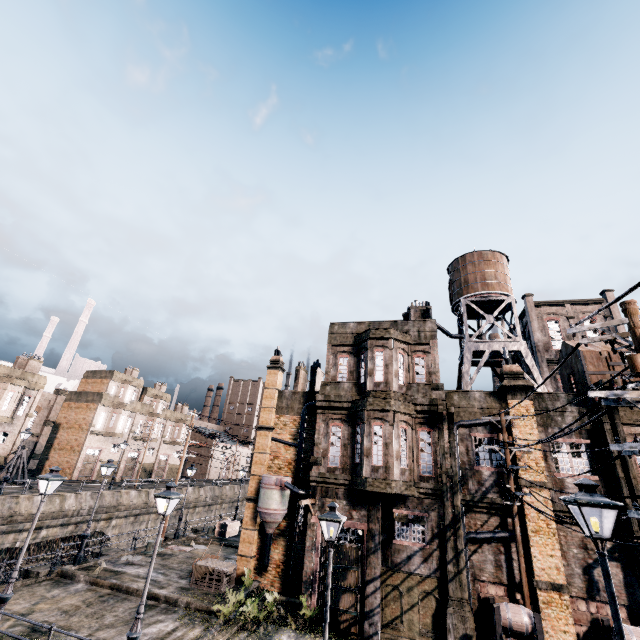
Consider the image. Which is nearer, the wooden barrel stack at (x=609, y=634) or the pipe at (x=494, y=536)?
the wooden barrel stack at (x=609, y=634)

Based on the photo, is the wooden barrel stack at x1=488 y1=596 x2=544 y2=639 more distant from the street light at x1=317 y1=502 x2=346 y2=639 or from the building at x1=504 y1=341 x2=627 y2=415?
the street light at x1=317 y1=502 x2=346 y2=639

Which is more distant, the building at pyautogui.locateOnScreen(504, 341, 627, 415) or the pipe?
the building at pyautogui.locateOnScreen(504, 341, 627, 415)

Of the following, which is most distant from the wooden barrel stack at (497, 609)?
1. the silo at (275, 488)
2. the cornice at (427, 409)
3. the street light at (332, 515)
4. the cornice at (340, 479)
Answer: the silo at (275, 488)

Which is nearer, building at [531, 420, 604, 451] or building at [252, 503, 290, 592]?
building at [531, 420, 604, 451]

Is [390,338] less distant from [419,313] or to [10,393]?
[419,313]

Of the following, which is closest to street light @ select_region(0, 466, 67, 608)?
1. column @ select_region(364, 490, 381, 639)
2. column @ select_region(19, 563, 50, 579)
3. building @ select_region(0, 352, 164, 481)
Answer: column @ select_region(19, 563, 50, 579)

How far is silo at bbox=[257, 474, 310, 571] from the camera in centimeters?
1930cm
